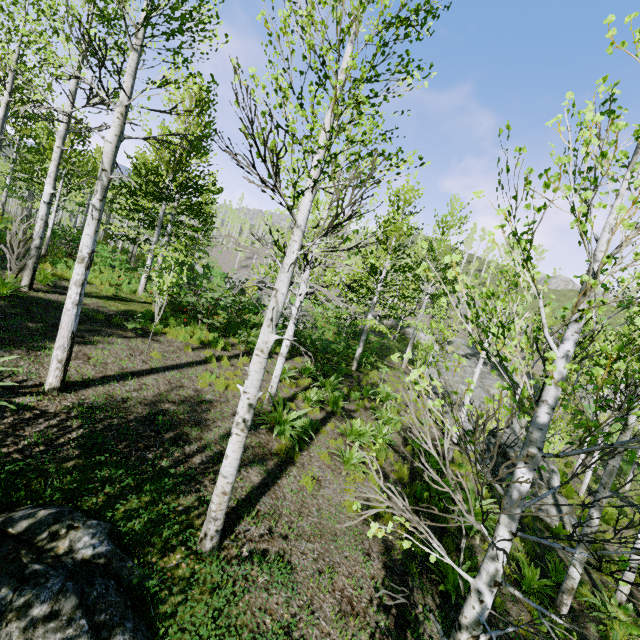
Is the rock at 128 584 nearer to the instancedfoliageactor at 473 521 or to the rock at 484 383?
the instancedfoliageactor at 473 521

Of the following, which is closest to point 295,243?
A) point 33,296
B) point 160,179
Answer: point 33,296

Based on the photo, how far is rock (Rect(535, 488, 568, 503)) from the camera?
11.63m

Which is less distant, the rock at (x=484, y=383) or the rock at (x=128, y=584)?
the rock at (x=128, y=584)

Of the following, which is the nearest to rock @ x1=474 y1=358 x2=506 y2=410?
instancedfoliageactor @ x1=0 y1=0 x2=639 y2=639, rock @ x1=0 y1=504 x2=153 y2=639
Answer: instancedfoliageactor @ x1=0 y1=0 x2=639 y2=639

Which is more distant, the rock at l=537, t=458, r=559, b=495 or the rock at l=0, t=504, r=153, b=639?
the rock at l=537, t=458, r=559, b=495
